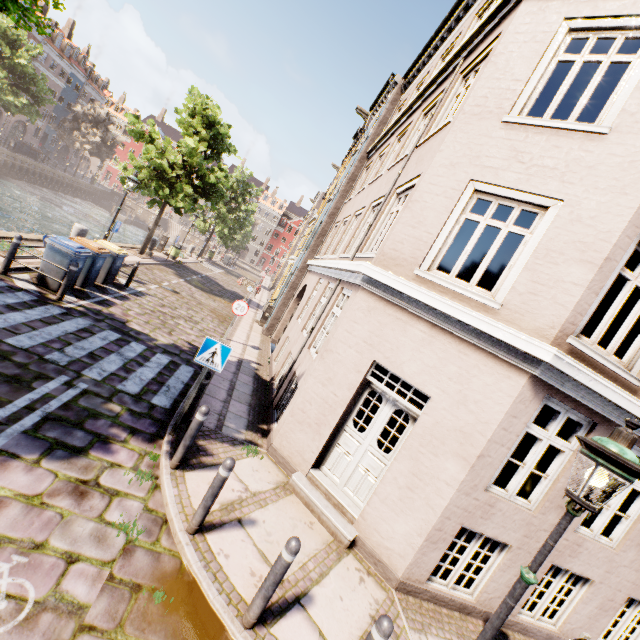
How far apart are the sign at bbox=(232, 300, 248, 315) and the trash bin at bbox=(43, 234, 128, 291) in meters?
4.3 m

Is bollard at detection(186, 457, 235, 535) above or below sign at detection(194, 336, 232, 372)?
below

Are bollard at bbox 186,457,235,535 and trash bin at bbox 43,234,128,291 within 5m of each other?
no

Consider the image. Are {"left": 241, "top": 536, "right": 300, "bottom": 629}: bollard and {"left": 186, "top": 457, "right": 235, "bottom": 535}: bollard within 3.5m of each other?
yes

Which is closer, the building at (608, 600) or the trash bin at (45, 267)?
the building at (608, 600)

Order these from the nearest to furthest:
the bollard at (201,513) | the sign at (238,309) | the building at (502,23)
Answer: the bollard at (201,513), the building at (502,23), the sign at (238,309)

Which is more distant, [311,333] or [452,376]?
[311,333]

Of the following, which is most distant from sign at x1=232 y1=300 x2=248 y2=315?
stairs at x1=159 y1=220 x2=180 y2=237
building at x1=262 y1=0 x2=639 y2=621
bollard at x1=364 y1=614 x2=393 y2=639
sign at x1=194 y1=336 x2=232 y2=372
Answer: stairs at x1=159 y1=220 x2=180 y2=237
